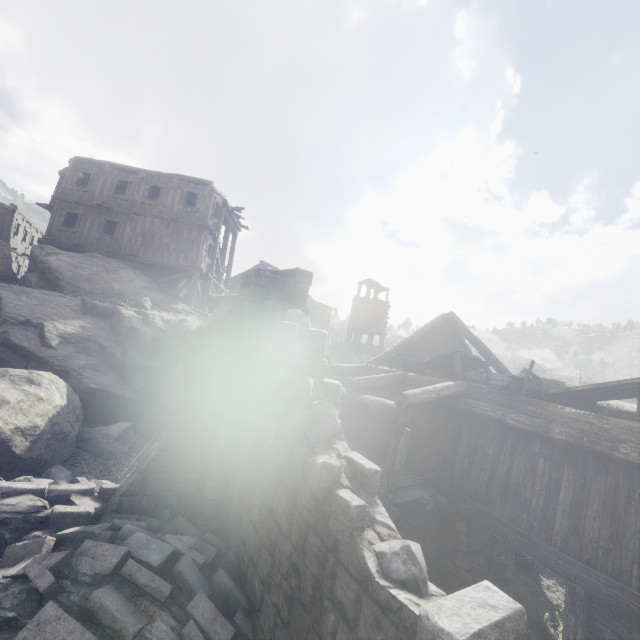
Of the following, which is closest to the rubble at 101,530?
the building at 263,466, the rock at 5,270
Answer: the building at 263,466

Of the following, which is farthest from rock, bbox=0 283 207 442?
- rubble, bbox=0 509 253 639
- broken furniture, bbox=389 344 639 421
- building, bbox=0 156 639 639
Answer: broken furniture, bbox=389 344 639 421

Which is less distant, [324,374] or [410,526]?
[324,374]

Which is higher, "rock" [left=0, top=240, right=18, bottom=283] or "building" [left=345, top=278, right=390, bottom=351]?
"building" [left=345, top=278, right=390, bottom=351]

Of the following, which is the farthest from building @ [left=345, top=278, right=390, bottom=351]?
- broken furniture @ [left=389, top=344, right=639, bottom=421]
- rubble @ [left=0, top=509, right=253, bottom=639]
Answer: broken furniture @ [left=389, top=344, right=639, bottom=421]

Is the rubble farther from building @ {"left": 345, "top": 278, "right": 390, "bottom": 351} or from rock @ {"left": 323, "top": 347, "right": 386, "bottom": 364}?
rock @ {"left": 323, "top": 347, "right": 386, "bottom": 364}

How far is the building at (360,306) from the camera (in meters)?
37.78

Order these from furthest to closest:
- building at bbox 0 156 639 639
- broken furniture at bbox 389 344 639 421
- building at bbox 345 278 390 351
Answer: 1. building at bbox 345 278 390 351
2. broken furniture at bbox 389 344 639 421
3. building at bbox 0 156 639 639
